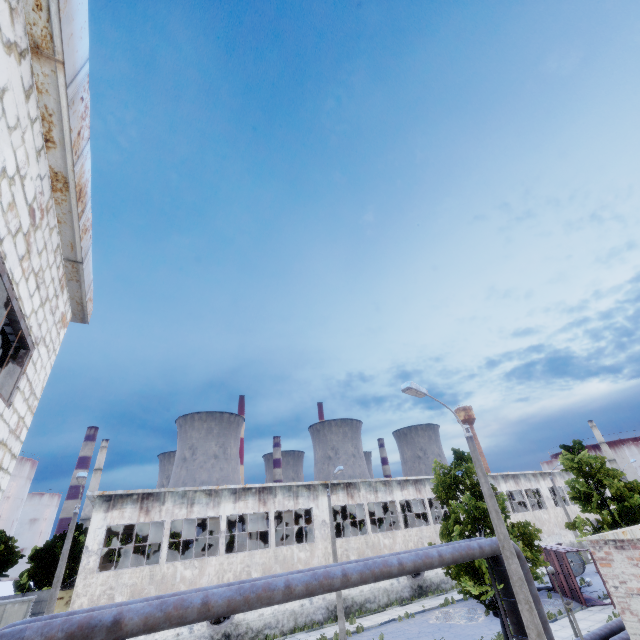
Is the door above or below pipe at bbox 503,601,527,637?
above

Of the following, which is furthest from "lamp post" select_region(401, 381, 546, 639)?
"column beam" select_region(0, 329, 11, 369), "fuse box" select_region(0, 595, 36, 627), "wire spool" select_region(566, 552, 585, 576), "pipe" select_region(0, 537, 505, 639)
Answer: "fuse box" select_region(0, 595, 36, 627)

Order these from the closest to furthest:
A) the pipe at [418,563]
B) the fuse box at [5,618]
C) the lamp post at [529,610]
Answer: the pipe at [418,563] < the lamp post at [529,610] < the fuse box at [5,618]

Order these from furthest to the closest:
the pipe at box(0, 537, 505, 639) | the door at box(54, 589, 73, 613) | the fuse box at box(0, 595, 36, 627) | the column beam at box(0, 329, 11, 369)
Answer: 1. the fuse box at box(0, 595, 36, 627)
2. the door at box(54, 589, 73, 613)
3. the pipe at box(0, 537, 505, 639)
4. the column beam at box(0, 329, 11, 369)

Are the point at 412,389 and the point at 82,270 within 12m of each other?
yes

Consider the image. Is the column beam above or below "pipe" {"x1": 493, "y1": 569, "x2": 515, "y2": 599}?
above

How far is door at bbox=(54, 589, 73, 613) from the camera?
27.42m

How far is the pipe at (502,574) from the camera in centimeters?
1326cm
